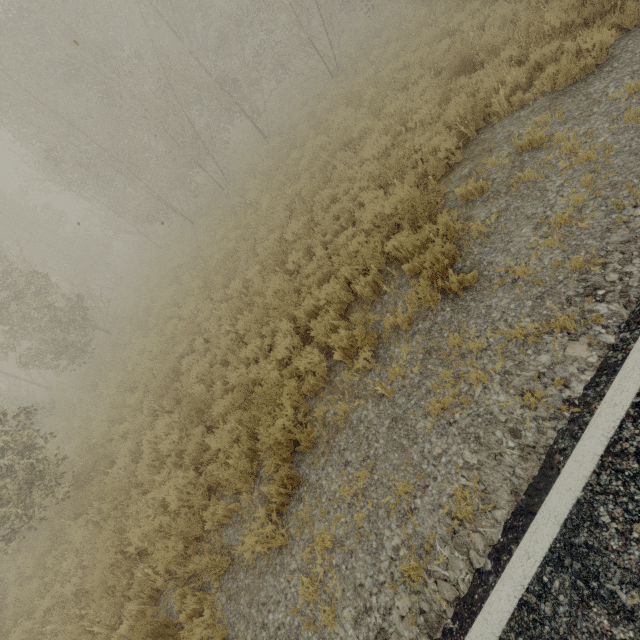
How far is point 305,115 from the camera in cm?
1647
